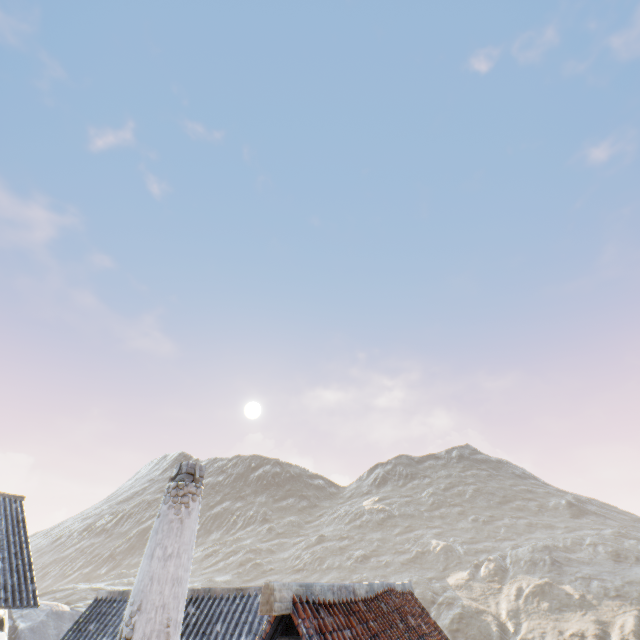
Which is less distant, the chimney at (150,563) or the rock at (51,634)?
the chimney at (150,563)

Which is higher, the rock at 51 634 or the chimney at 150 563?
the chimney at 150 563

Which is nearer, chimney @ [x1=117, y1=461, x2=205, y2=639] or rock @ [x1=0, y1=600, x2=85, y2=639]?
chimney @ [x1=117, y1=461, x2=205, y2=639]

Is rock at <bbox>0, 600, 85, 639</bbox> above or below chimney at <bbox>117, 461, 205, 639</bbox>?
below

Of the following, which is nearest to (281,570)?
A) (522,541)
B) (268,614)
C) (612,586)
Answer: (522,541)
